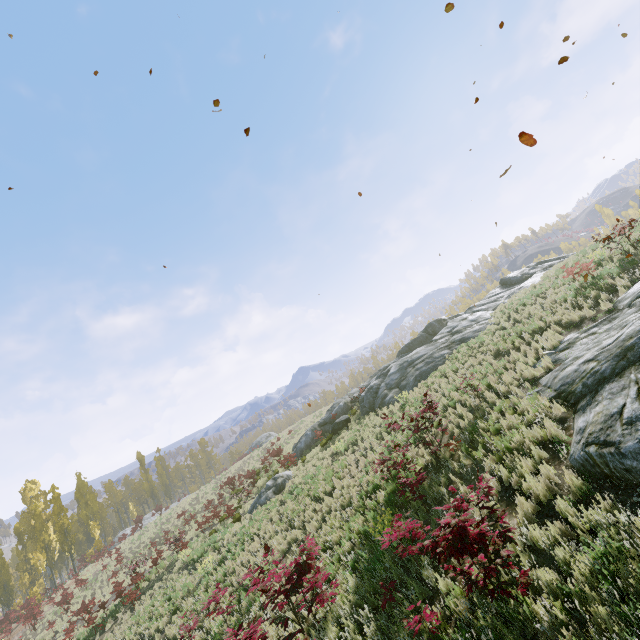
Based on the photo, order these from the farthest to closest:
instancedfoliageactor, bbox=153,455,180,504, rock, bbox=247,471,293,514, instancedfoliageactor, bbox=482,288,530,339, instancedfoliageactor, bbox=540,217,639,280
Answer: instancedfoliageactor, bbox=153,455,180,504 → rock, bbox=247,471,293,514 → instancedfoliageactor, bbox=482,288,530,339 → instancedfoliageactor, bbox=540,217,639,280

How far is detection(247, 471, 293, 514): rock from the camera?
19.3 meters

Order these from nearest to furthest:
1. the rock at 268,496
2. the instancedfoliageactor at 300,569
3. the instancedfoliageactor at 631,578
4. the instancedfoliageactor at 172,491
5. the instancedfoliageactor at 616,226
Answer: the instancedfoliageactor at 631,578 → the instancedfoliageactor at 300,569 → the instancedfoliageactor at 616,226 → the rock at 268,496 → the instancedfoliageactor at 172,491

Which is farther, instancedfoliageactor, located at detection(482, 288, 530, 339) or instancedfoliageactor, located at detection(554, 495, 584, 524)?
instancedfoliageactor, located at detection(482, 288, 530, 339)

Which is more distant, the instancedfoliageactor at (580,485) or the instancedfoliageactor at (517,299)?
the instancedfoliageactor at (517,299)

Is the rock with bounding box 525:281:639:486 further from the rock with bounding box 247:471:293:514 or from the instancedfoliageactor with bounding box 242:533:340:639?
the rock with bounding box 247:471:293:514

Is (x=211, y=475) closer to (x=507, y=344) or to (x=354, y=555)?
(x=354, y=555)
